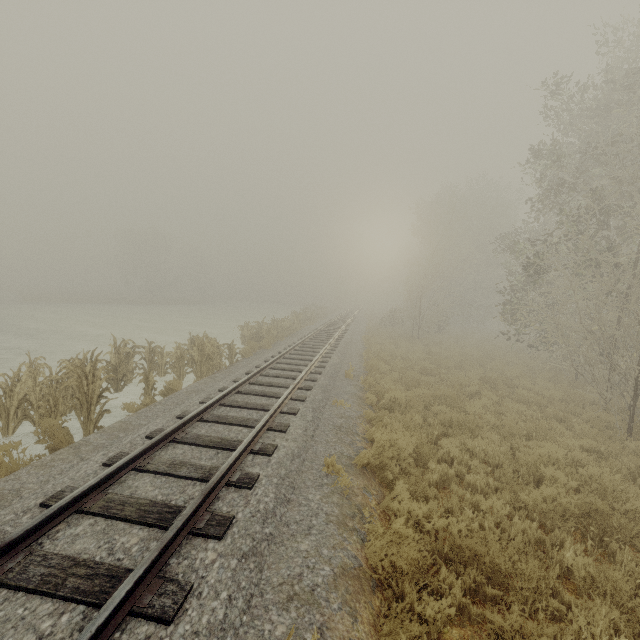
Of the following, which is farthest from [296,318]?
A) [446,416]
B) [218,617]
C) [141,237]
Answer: [141,237]
